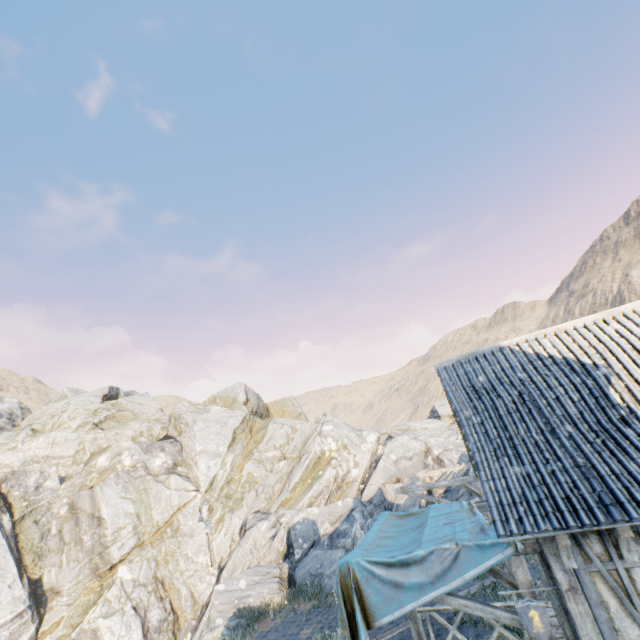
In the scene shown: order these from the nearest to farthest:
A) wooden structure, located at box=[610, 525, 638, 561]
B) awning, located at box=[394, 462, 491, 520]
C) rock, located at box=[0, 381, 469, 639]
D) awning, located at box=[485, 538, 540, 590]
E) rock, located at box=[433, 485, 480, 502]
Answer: wooden structure, located at box=[610, 525, 638, 561], awning, located at box=[485, 538, 540, 590], awning, located at box=[394, 462, 491, 520], rock, located at box=[433, 485, 480, 502], rock, located at box=[0, 381, 469, 639]

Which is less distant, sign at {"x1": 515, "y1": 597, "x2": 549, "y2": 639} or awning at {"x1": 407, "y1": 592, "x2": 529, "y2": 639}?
sign at {"x1": 515, "y1": 597, "x2": 549, "y2": 639}

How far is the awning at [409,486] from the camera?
11.0 meters

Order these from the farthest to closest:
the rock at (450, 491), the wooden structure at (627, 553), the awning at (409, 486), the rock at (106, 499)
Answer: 1. the rock at (106, 499)
2. the rock at (450, 491)
3. the awning at (409, 486)
4. the wooden structure at (627, 553)

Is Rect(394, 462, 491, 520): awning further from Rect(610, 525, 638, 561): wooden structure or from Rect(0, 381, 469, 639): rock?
Rect(610, 525, 638, 561): wooden structure

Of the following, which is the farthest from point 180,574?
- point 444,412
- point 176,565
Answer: point 444,412

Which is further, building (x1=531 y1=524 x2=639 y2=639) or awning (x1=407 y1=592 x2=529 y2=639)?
awning (x1=407 y1=592 x2=529 y2=639)

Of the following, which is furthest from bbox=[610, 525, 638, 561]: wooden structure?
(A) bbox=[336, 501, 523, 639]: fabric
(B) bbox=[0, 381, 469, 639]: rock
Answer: (B) bbox=[0, 381, 469, 639]: rock
